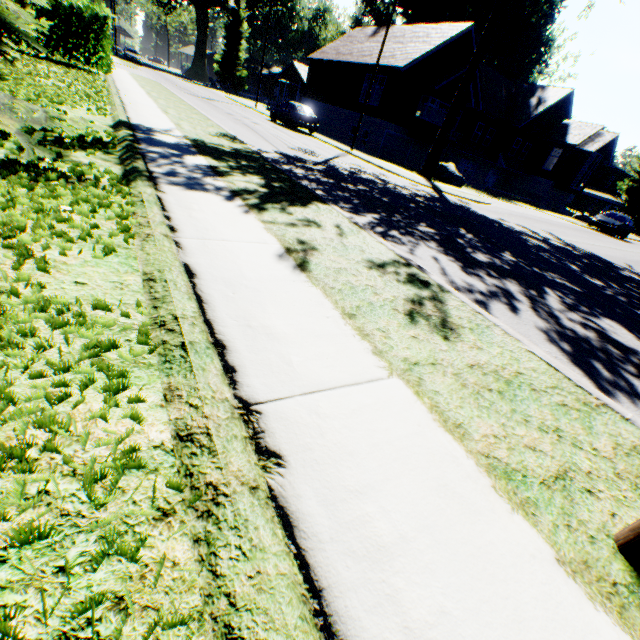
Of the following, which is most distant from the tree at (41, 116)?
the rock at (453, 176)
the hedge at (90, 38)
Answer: the rock at (453, 176)

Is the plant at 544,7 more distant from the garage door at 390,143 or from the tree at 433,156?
the garage door at 390,143

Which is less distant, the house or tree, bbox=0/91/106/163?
tree, bbox=0/91/106/163

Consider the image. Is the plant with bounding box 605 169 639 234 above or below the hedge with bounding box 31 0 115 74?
above

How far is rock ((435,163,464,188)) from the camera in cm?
2109

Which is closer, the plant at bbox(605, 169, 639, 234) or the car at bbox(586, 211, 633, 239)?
the car at bbox(586, 211, 633, 239)

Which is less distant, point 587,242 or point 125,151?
point 125,151

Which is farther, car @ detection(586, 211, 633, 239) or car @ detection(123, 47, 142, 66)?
car @ detection(123, 47, 142, 66)
